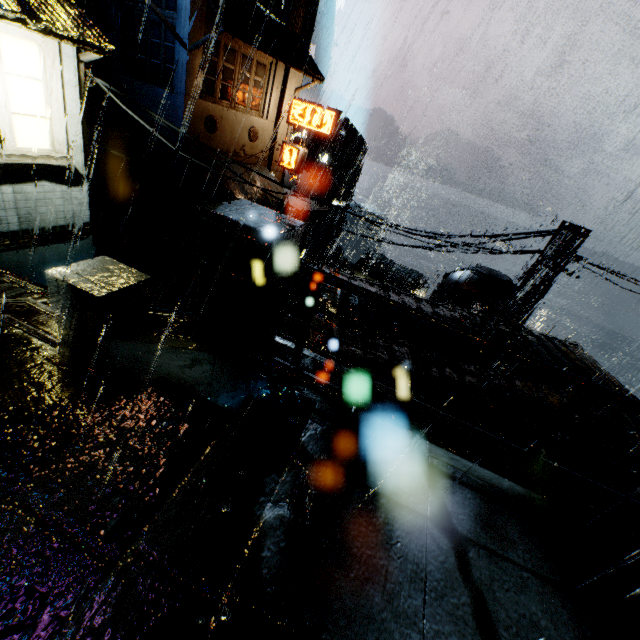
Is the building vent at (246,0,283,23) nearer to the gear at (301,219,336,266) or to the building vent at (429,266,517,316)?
the gear at (301,219,336,266)

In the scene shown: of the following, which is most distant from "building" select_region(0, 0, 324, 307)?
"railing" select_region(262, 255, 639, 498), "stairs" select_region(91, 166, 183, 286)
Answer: "railing" select_region(262, 255, 639, 498)

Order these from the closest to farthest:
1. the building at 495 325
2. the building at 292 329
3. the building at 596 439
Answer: the building at 596 439
the building at 292 329
the building at 495 325

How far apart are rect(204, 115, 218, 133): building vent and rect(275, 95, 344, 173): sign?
4.96m

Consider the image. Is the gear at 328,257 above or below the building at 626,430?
below

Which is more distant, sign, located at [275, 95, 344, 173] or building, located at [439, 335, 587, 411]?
sign, located at [275, 95, 344, 173]

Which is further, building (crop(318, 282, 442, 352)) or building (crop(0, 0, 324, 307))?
building (crop(318, 282, 442, 352))

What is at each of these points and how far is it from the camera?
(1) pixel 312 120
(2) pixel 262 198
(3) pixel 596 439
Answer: (1) sign, 20.70m
(2) cloth, 21.23m
(3) building, 6.20m
